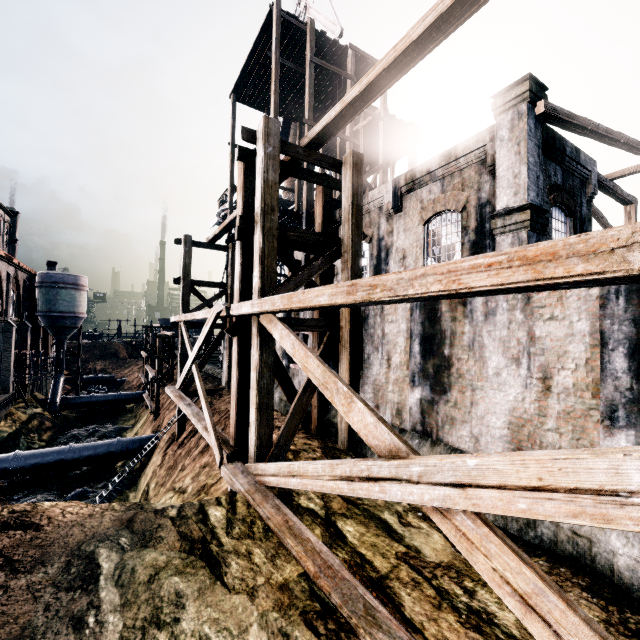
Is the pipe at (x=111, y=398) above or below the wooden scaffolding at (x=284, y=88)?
below

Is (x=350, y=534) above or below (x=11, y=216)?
below

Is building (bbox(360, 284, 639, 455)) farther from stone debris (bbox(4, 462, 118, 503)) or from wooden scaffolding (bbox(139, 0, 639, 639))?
stone debris (bbox(4, 462, 118, 503))

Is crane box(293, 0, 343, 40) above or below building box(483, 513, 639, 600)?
above

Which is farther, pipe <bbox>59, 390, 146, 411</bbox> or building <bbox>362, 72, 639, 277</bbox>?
pipe <bbox>59, 390, 146, 411</bbox>

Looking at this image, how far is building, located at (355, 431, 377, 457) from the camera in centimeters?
1023cm

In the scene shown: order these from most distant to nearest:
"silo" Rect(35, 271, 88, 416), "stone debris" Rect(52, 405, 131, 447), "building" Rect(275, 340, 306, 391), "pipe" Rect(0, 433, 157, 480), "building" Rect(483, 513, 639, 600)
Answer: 1. "silo" Rect(35, 271, 88, 416)
2. "stone debris" Rect(52, 405, 131, 447)
3. "pipe" Rect(0, 433, 157, 480)
4. "building" Rect(275, 340, 306, 391)
5. "building" Rect(483, 513, 639, 600)

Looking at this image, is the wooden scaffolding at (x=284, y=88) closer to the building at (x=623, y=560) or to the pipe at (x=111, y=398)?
the building at (x=623, y=560)
